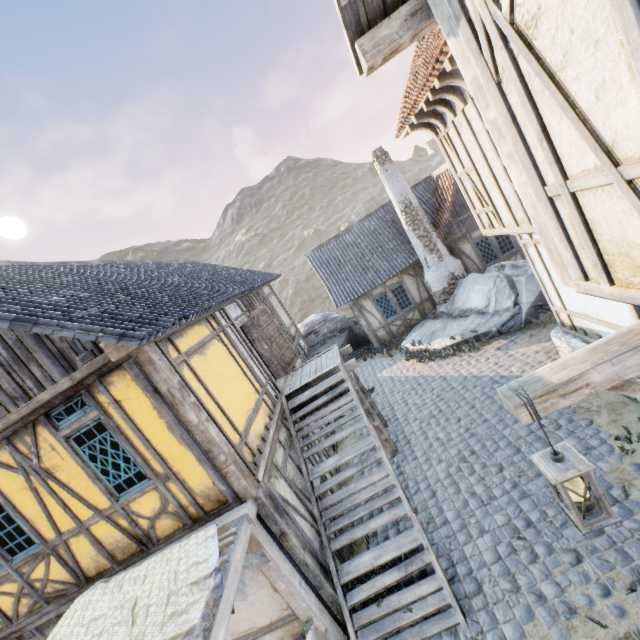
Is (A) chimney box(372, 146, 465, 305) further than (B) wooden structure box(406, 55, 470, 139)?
Yes

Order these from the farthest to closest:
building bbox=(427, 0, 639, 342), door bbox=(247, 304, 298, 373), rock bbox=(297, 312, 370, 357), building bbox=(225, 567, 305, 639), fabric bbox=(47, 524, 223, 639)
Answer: rock bbox=(297, 312, 370, 357)
door bbox=(247, 304, 298, 373)
building bbox=(225, 567, 305, 639)
fabric bbox=(47, 524, 223, 639)
building bbox=(427, 0, 639, 342)

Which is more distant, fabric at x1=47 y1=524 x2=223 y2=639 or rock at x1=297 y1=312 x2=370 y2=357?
rock at x1=297 y1=312 x2=370 y2=357

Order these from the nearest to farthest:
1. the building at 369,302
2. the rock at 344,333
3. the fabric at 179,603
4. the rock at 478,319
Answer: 1. the fabric at 179,603
2. the rock at 478,319
3. the building at 369,302
4. the rock at 344,333

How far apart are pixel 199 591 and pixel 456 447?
6.2 meters

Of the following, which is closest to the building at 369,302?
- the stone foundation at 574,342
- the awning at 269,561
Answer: the stone foundation at 574,342

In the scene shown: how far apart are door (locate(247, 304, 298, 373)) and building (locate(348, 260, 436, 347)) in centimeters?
562cm

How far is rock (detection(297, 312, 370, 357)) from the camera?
17.6m
